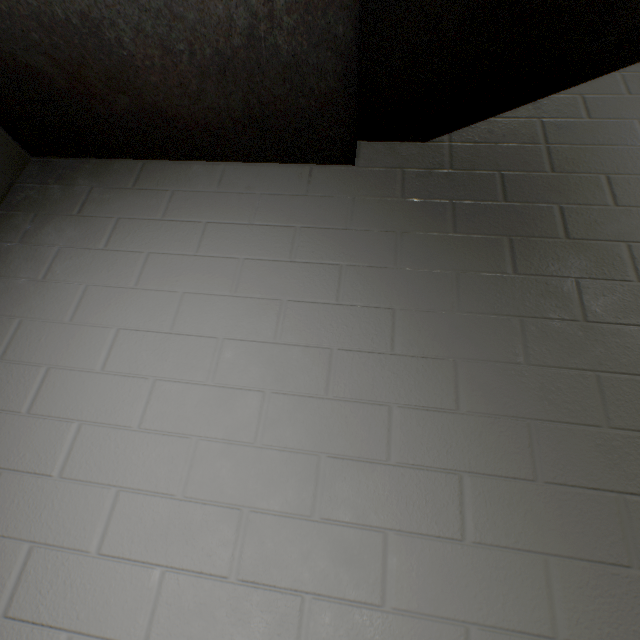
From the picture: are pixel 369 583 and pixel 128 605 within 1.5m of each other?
yes
